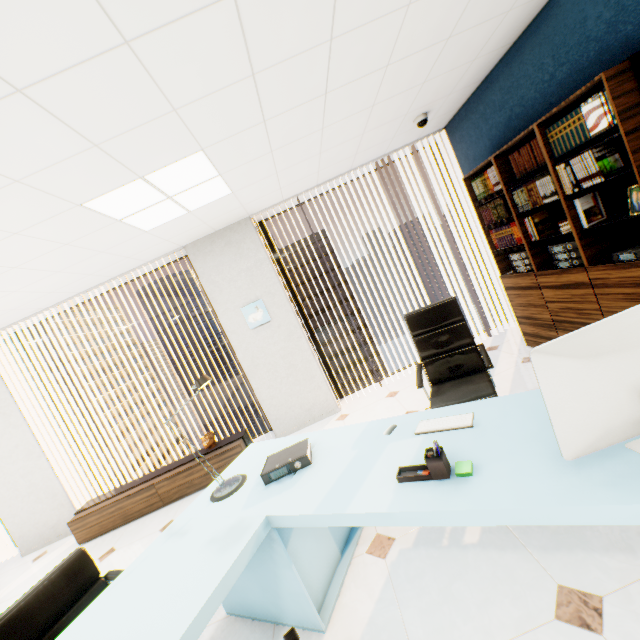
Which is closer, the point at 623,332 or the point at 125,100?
the point at 623,332

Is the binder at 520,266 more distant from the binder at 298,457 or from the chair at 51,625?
the chair at 51,625

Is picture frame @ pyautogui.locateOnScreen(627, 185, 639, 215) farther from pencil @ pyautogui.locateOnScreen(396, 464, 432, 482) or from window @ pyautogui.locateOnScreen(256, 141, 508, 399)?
window @ pyautogui.locateOnScreen(256, 141, 508, 399)

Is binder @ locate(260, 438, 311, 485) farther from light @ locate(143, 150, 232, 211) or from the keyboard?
light @ locate(143, 150, 232, 211)

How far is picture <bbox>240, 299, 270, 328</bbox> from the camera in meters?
4.4 m

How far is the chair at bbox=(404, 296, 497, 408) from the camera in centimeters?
250cm

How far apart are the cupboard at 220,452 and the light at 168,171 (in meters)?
2.73

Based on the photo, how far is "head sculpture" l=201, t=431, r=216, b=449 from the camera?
4.2 meters
